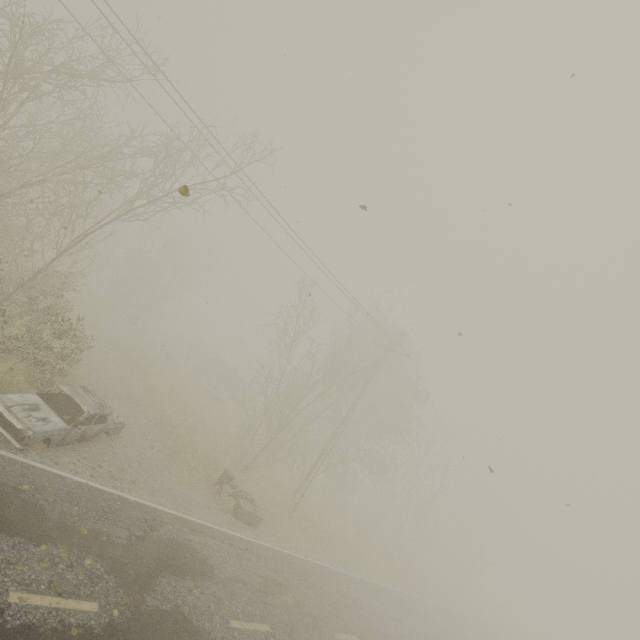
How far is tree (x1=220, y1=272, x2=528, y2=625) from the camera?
18.4 meters

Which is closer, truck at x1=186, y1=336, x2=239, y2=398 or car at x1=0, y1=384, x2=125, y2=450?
car at x1=0, y1=384, x2=125, y2=450

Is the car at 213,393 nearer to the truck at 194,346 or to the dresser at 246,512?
the truck at 194,346

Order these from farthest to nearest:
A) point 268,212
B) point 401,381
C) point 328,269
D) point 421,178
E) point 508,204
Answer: point 401,381, point 328,269, point 268,212, point 421,178, point 508,204

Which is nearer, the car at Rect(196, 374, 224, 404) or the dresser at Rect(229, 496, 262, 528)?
the dresser at Rect(229, 496, 262, 528)

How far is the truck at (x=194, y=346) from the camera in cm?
3544

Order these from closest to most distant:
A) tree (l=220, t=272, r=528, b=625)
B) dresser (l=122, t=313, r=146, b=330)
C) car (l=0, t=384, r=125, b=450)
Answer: car (l=0, t=384, r=125, b=450), tree (l=220, t=272, r=528, b=625), dresser (l=122, t=313, r=146, b=330)

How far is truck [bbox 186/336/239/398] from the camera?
35.44m
